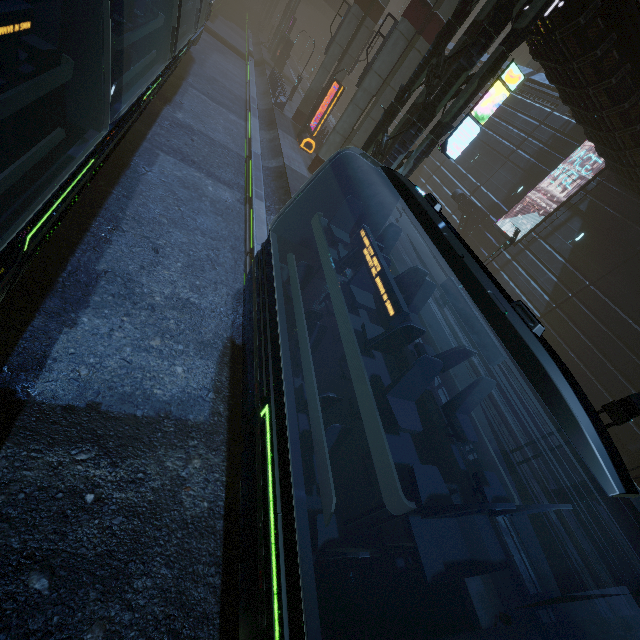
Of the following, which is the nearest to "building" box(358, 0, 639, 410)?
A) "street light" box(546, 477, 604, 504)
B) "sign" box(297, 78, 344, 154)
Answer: "street light" box(546, 477, 604, 504)

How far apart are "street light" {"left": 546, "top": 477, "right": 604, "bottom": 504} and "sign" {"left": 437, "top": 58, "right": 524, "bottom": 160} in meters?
12.2 m

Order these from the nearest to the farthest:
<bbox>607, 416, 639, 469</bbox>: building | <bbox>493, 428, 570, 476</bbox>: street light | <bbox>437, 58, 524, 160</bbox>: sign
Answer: <bbox>493, 428, 570, 476</bbox>: street light
<bbox>437, 58, 524, 160</bbox>: sign
<bbox>607, 416, 639, 469</bbox>: building

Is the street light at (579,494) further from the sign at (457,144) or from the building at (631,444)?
the sign at (457,144)

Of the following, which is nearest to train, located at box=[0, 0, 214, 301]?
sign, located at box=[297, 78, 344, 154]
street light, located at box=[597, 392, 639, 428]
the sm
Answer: the sm

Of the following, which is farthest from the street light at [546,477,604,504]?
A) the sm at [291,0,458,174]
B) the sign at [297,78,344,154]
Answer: the sign at [297,78,344,154]

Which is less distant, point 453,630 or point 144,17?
point 453,630

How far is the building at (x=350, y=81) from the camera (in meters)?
51.72
